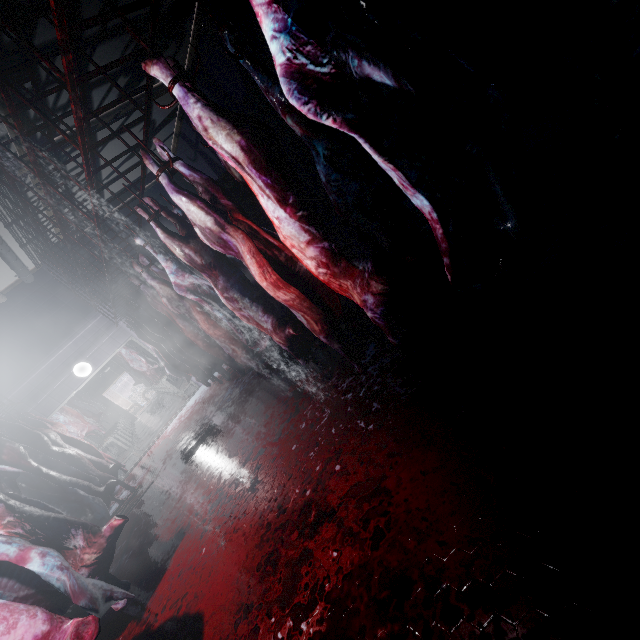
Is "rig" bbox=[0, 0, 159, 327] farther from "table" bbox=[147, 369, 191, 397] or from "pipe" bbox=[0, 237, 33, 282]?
"table" bbox=[147, 369, 191, 397]

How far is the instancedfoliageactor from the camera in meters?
22.7 m

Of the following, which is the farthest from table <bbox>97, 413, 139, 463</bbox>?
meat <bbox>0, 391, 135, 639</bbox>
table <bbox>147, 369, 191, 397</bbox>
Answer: meat <bbox>0, 391, 135, 639</bbox>

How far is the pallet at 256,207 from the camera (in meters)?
5.52

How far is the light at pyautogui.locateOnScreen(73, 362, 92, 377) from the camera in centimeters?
671cm

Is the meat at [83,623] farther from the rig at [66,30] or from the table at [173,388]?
the table at [173,388]

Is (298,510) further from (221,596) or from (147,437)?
(147,437)

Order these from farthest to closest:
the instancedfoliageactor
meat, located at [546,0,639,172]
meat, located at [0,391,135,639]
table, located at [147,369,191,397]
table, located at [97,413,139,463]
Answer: the instancedfoliageactor
table, located at [147,369,191,397]
table, located at [97,413,139,463]
meat, located at [0,391,135,639]
meat, located at [546,0,639,172]
